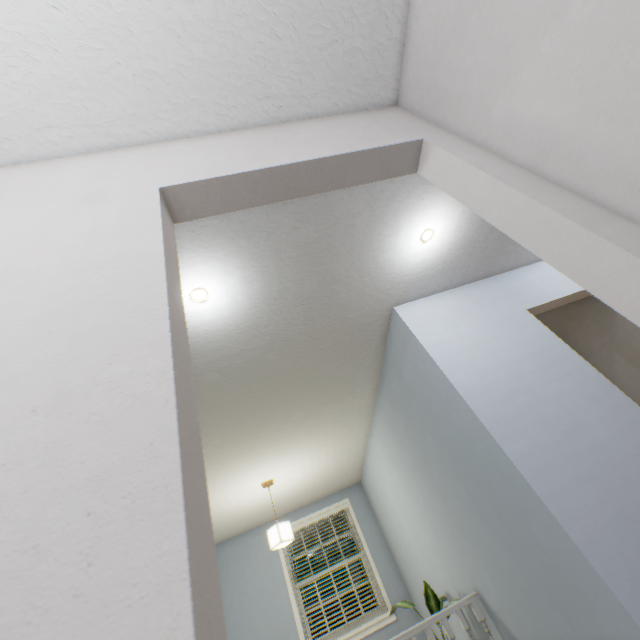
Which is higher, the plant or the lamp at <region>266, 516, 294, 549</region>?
the lamp at <region>266, 516, 294, 549</region>

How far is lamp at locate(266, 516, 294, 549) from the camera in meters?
3.5 m

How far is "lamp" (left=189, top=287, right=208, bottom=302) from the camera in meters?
1.7

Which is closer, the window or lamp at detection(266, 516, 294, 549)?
lamp at detection(266, 516, 294, 549)

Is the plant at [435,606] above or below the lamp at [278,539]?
below

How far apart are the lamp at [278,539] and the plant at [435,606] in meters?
1.2 m

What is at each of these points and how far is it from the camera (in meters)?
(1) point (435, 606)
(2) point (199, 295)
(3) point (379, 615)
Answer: (1) plant, 2.85
(2) lamp, 1.73
(3) window, 4.38

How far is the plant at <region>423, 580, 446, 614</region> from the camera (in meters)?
2.83
